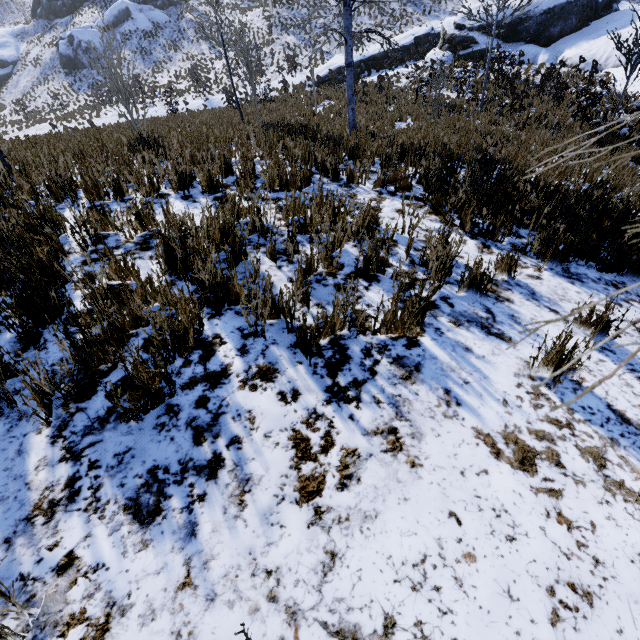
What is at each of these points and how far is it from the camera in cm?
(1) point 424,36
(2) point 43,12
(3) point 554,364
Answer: (1) rock, 2483
(2) rock, 4866
(3) instancedfoliageactor, 225

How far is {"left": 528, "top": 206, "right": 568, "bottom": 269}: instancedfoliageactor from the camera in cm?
340

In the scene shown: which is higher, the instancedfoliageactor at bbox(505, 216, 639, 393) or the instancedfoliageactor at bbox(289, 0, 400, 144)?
the instancedfoliageactor at bbox(289, 0, 400, 144)

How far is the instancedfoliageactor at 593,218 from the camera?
3.73m

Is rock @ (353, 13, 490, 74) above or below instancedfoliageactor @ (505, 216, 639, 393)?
above

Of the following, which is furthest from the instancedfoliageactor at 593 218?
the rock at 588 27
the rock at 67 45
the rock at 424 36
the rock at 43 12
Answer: the rock at 43 12

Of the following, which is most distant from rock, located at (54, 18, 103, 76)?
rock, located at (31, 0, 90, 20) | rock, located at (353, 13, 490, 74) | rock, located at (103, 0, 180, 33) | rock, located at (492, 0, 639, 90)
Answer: rock, located at (492, 0, 639, 90)

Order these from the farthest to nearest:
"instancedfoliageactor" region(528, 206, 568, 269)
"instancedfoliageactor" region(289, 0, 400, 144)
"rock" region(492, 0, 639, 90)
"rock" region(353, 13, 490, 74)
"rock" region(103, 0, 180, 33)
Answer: "rock" region(103, 0, 180, 33)
"rock" region(353, 13, 490, 74)
"rock" region(492, 0, 639, 90)
"instancedfoliageactor" region(289, 0, 400, 144)
"instancedfoliageactor" region(528, 206, 568, 269)
